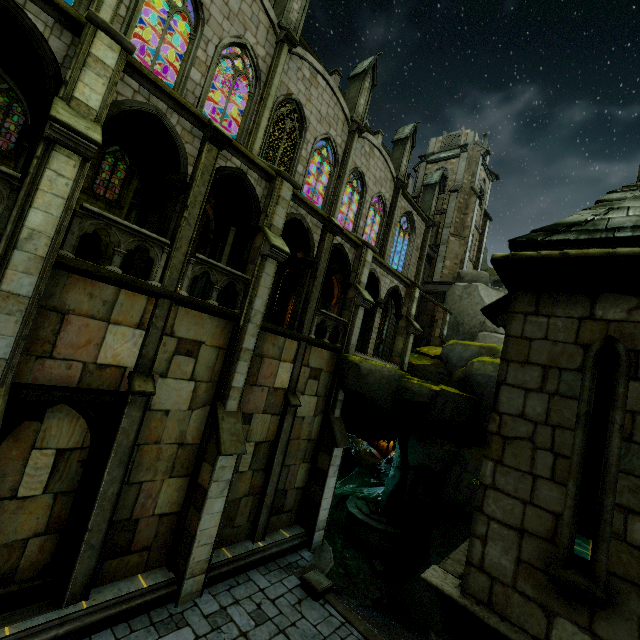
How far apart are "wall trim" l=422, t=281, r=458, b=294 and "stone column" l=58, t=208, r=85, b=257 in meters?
26.3 m

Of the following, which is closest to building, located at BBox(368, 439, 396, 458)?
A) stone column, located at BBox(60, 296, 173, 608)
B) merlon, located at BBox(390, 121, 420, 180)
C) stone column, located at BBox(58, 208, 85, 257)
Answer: merlon, located at BBox(390, 121, 420, 180)

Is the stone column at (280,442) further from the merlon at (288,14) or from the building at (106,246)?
the merlon at (288,14)

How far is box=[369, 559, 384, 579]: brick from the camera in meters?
15.9 m

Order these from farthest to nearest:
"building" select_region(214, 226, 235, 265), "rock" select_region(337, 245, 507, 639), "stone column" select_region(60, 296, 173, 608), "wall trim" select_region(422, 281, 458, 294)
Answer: "wall trim" select_region(422, 281, 458, 294) < "rock" select_region(337, 245, 507, 639) < "building" select_region(214, 226, 235, 265) < "stone column" select_region(60, 296, 173, 608)

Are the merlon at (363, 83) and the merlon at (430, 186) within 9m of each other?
no

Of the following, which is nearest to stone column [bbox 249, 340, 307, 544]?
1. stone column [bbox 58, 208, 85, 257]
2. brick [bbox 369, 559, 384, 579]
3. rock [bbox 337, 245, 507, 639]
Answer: rock [bbox 337, 245, 507, 639]

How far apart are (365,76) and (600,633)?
24.3m
